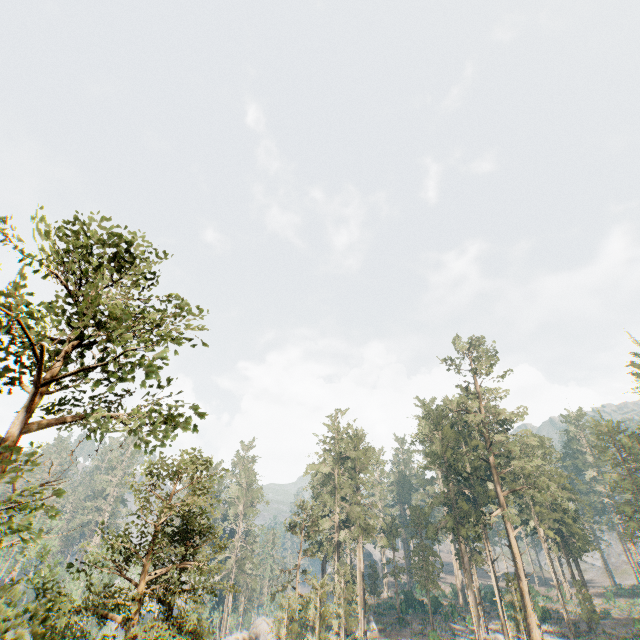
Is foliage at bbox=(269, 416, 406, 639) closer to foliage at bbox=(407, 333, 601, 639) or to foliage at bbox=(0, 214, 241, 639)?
foliage at bbox=(0, 214, 241, 639)

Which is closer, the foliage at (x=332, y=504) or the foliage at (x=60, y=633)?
the foliage at (x=60, y=633)

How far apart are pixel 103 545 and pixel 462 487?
60.6m

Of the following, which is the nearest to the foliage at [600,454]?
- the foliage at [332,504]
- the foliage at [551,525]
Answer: the foliage at [551,525]

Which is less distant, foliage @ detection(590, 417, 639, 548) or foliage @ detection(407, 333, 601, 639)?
foliage @ detection(407, 333, 601, 639)

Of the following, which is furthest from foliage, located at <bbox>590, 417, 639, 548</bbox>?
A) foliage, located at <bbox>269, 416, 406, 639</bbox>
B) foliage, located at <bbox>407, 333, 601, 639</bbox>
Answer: foliage, located at <bbox>269, 416, 406, 639</bbox>
